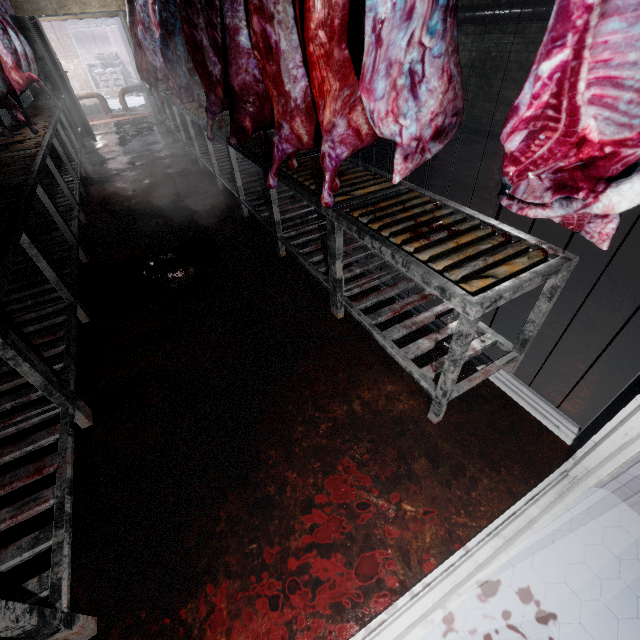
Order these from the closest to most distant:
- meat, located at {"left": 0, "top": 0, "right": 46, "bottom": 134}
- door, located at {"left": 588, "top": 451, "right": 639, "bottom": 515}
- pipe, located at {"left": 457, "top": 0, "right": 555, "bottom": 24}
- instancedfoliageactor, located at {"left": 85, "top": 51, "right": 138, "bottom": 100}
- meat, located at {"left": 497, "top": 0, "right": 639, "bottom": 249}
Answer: meat, located at {"left": 497, "top": 0, "right": 639, "bottom": 249} < door, located at {"left": 588, "top": 451, "right": 639, "bottom": 515} < meat, located at {"left": 0, "top": 0, "right": 46, "bottom": 134} < pipe, located at {"left": 457, "top": 0, "right": 555, "bottom": 24} < instancedfoliageactor, located at {"left": 85, "top": 51, "right": 138, "bottom": 100}

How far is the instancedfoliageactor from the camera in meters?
12.9

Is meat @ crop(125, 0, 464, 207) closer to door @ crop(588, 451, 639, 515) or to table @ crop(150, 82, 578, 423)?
table @ crop(150, 82, 578, 423)

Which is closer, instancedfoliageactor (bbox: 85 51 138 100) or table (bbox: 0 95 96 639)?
table (bbox: 0 95 96 639)

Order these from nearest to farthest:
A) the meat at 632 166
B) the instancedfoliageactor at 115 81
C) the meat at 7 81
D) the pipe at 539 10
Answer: the meat at 632 166, the meat at 7 81, the pipe at 539 10, the instancedfoliageactor at 115 81

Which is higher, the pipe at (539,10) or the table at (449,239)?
the pipe at (539,10)

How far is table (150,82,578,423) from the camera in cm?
128

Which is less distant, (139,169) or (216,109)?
(216,109)
